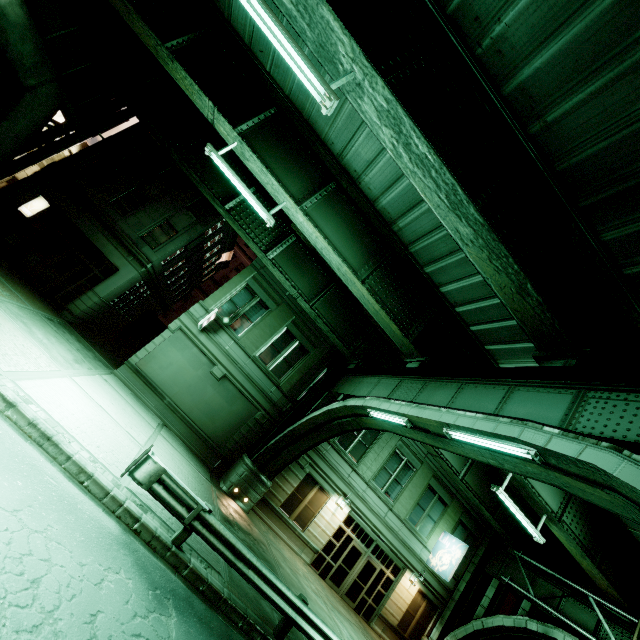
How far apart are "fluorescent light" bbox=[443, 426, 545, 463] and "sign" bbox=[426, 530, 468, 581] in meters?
15.7

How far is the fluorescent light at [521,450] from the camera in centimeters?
625cm

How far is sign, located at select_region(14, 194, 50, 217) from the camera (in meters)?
16.88

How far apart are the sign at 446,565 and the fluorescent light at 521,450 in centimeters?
1573cm

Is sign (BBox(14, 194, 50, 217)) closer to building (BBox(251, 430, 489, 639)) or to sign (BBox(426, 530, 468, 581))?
building (BBox(251, 430, 489, 639))

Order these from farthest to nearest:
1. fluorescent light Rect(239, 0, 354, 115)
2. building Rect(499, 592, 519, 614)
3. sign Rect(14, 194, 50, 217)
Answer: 1. building Rect(499, 592, 519, 614)
2. sign Rect(14, 194, 50, 217)
3. fluorescent light Rect(239, 0, 354, 115)

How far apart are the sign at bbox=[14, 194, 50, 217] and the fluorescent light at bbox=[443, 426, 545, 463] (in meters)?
22.29

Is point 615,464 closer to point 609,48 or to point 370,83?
point 609,48
